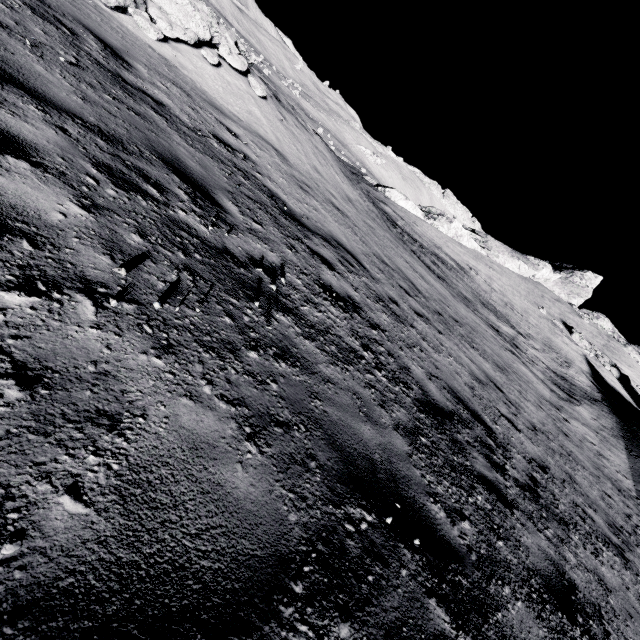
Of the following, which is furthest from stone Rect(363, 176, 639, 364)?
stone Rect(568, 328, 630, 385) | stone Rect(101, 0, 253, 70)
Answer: stone Rect(101, 0, 253, 70)

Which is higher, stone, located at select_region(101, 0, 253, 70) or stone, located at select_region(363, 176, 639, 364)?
stone, located at select_region(363, 176, 639, 364)

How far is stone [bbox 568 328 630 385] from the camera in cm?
2981

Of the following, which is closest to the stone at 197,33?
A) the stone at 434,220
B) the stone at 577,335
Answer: the stone at 434,220

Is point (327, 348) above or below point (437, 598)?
below

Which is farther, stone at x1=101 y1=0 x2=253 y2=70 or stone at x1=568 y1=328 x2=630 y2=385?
stone at x1=568 y1=328 x2=630 y2=385

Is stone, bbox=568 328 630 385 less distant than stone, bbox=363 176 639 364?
Yes

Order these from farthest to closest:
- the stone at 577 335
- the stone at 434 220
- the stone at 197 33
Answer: the stone at 434 220, the stone at 577 335, the stone at 197 33
